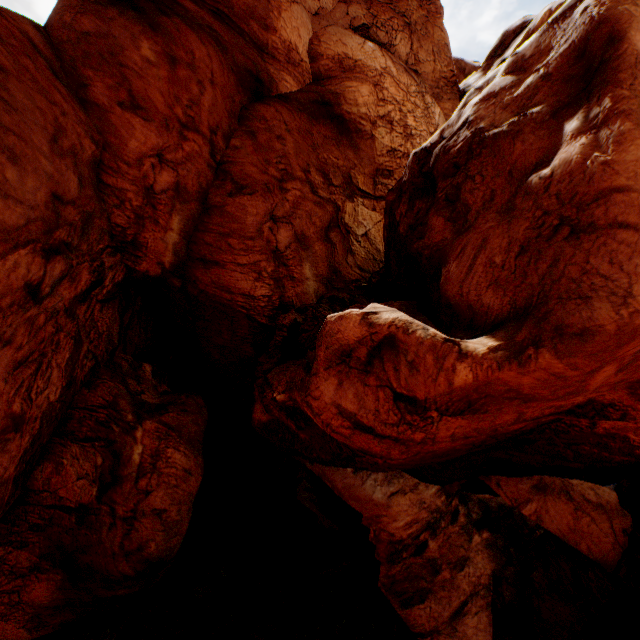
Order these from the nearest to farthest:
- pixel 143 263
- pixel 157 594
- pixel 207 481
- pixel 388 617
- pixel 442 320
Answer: pixel 442 320 → pixel 157 594 → pixel 388 617 → pixel 143 263 → pixel 207 481
